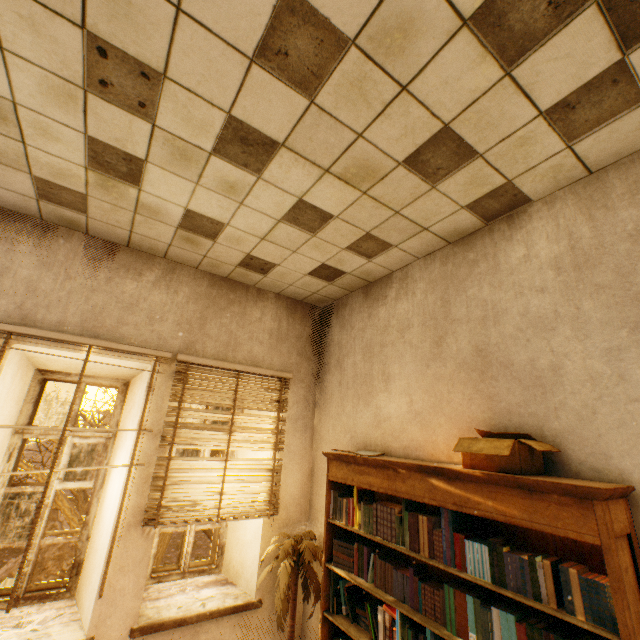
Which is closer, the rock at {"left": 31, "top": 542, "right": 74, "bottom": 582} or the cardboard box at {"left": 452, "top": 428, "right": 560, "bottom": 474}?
the cardboard box at {"left": 452, "top": 428, "right": 560, "bottom": 474}

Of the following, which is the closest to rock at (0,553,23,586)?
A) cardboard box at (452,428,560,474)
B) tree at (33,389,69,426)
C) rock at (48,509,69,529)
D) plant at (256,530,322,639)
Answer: tree at (33,389,69,426)

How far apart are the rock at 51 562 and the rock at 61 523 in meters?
3.9

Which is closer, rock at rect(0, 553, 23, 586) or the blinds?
the blinds

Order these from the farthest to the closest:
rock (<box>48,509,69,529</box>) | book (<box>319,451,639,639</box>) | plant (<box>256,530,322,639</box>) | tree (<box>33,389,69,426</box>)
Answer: Answer: rock (<box>48,509,69,529</box>) → tree (<box>33,389,69,426</box>) → plant (<box>256,530,322,639</box>) → book (<box>319,451,639,639</box>)

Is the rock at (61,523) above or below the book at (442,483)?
below

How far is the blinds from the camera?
2.8 meters

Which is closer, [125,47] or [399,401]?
[125,47]
